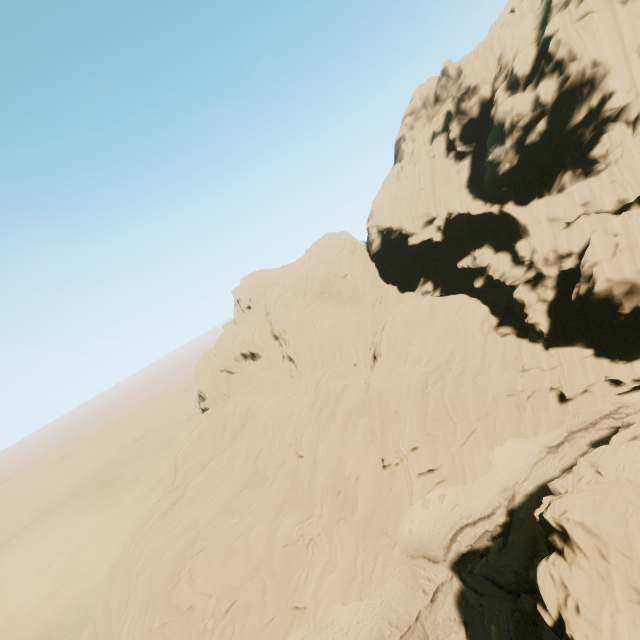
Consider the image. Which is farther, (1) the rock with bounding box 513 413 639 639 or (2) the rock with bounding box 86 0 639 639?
(2) the rock with bounding box 86 0 639 639

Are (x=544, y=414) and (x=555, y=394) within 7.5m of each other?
yes

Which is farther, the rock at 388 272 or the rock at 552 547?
the rock at 388 272
